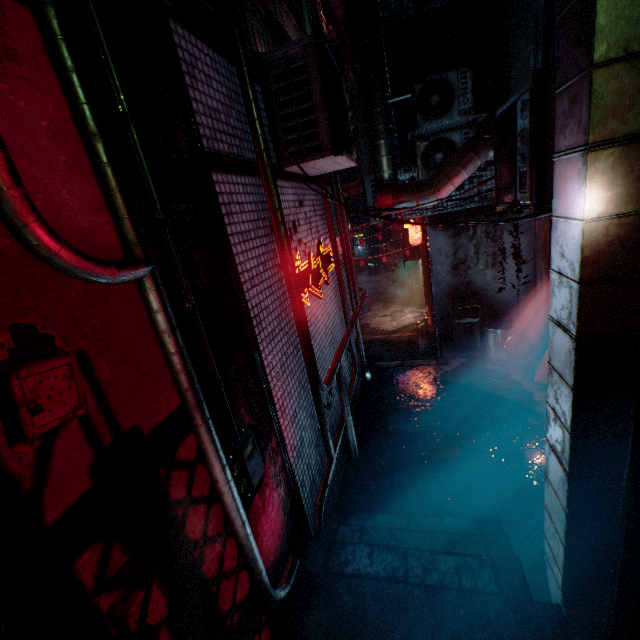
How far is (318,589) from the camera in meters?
2.4

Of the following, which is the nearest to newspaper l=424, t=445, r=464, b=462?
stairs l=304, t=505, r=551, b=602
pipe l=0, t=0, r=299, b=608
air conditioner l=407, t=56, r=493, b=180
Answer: stairs l=304, t=505, r=551, b=602

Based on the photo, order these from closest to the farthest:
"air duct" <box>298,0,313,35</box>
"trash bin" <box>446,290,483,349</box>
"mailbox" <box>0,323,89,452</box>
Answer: "mailbox" <box>0,323,89,452</box>
"trash bin" <box>446,290,483,349</box>
"air duct" <box>298,0,313,35</box>

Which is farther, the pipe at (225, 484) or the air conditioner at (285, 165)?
the air conditioner at (285, 165)

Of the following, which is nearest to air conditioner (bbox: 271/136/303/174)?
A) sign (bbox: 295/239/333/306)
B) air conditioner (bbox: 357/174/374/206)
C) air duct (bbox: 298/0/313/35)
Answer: sign (bbox: 295/239/333/306)

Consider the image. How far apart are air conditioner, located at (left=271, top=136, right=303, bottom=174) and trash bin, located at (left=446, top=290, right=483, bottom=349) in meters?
3.3

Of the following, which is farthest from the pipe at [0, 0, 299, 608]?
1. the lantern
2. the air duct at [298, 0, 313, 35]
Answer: the air duct at [298, 0, 313, 35]

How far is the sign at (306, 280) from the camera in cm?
342
